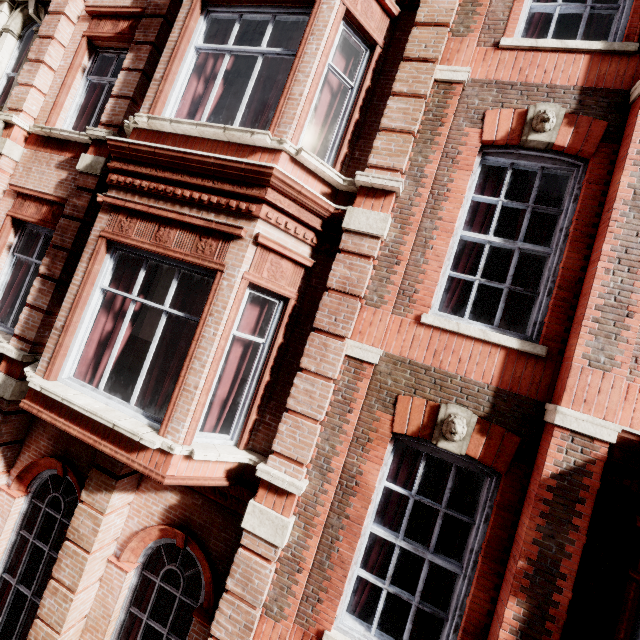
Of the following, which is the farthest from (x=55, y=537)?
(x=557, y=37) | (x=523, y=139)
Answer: (x=557, y=37)
